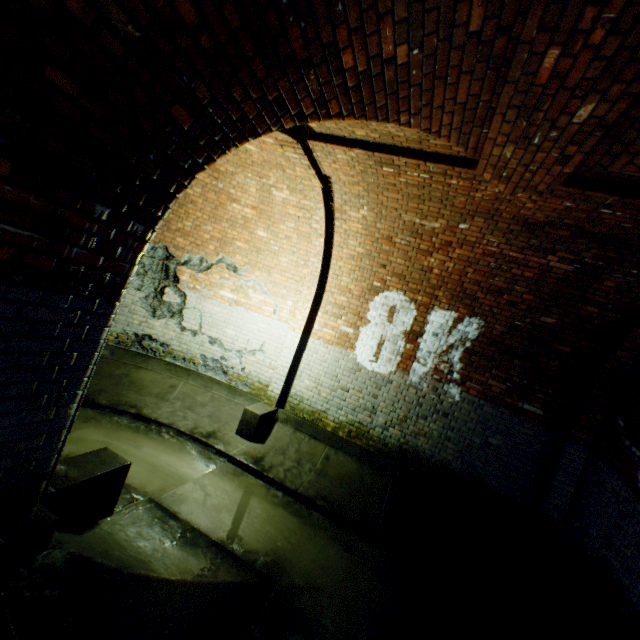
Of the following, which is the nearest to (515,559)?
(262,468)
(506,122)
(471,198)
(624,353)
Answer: (624,353)

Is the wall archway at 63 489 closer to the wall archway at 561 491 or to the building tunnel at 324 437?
the building tunnel at 324 437

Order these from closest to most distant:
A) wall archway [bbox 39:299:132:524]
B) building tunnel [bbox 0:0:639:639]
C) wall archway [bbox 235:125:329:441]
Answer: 1. building tunnel [bbox 0:0:639:639]
2. wall archway [bbox 39:299:132:524]
3. wall archway [bbox 235:125:329:441]

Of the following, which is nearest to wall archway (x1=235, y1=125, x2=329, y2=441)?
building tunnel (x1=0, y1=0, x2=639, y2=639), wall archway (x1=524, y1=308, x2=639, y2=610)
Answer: building tunnel (x1=0, y1=0, x2=639, y2=639)

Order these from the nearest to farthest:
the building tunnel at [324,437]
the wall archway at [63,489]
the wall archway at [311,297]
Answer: the building tunnel at [324,437] → the wall archway at [63,489] → the wall archway at [311,297]

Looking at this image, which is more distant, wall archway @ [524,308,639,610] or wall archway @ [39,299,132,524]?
wall archway @ [524,308,639,610]

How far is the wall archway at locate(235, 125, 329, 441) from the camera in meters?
4.1 m
